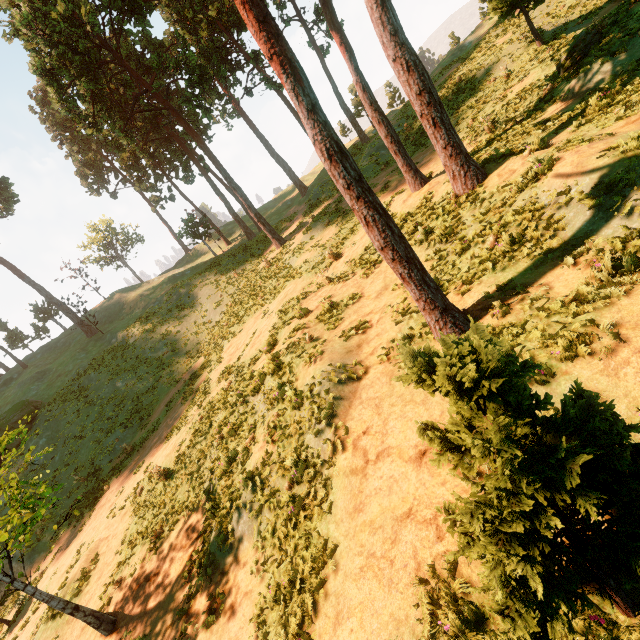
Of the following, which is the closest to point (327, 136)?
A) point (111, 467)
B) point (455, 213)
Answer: point (455, 213)

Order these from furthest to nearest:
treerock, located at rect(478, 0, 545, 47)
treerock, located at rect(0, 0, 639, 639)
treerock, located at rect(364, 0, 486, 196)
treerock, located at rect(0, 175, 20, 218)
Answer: treerock, located at rect(0, 175, 20, 218) → treerock, located at rect(478, 0, 545, 47) → treerock, located at rect(364, 0, 486, 196) → treerock, located at rect(0, 0, 639, 639)

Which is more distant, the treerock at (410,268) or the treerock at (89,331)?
the treerock at (89,331)

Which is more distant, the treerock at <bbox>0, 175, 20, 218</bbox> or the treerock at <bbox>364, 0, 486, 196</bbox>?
the treerock at <bbox>0, 175, 20, 218</bbox>

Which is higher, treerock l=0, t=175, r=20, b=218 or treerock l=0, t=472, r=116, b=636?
treerock l=0, t=175, r=20, b=218

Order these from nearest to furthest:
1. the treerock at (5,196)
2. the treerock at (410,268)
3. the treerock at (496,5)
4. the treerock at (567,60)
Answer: the treerock at (410,268)
the treerock at (567,60)
the treerock at (496,5)
the treerock at (5,196)
